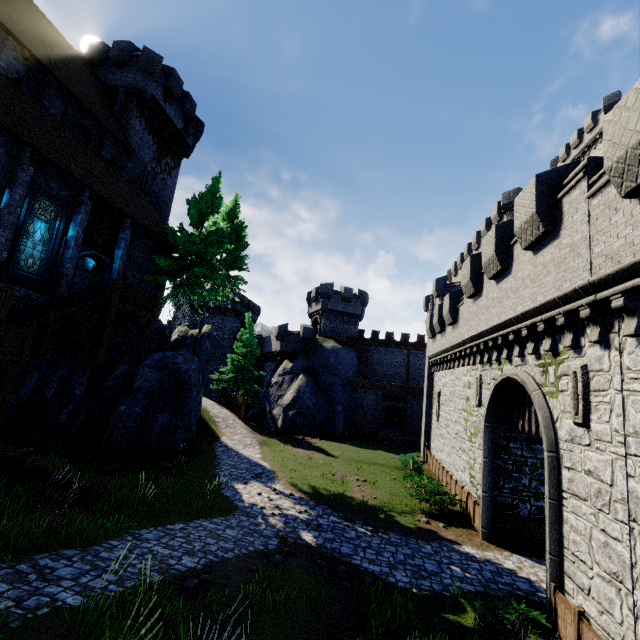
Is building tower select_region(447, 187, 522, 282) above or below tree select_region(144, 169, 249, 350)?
above

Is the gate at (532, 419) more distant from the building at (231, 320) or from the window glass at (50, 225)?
the building at (231, 320)

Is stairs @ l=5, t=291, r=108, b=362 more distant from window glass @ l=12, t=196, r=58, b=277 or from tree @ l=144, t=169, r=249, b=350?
tree @ l=144, t=169, r=249, b=350

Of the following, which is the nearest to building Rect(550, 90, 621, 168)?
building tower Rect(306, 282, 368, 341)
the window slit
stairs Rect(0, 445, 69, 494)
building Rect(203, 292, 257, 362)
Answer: building tower Rect(306, 282, 368, 341)

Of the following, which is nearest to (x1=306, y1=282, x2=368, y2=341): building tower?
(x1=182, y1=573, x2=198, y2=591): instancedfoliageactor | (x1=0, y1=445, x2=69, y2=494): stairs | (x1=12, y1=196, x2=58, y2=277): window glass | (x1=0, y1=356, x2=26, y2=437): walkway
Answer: (x1=12, y1=196, x2=58, y2=277): window glass

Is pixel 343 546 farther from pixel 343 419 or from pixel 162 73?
pixel 162 73

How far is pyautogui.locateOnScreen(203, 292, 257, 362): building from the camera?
50.1m

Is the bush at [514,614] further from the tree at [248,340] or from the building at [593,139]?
the building at [593,139]
